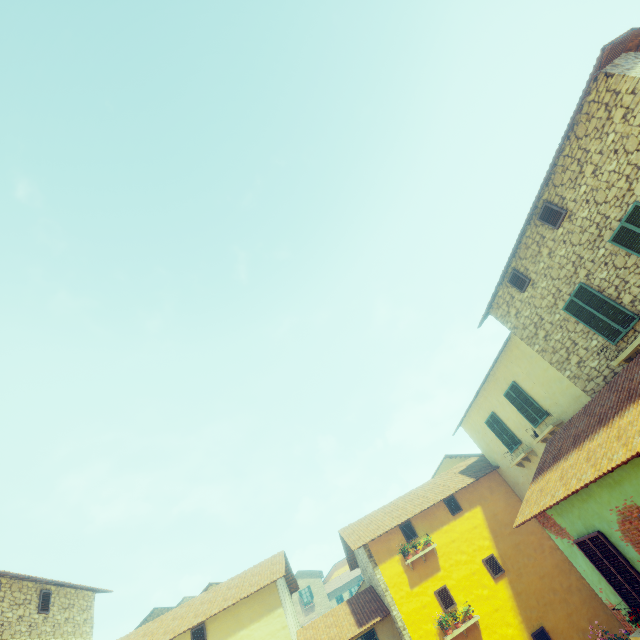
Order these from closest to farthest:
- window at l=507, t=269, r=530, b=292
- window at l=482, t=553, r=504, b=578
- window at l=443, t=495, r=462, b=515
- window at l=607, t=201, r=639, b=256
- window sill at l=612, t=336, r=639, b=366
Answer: window at l=607, t=201, r=639, b=256 < window sill at l=612, t=336, r=639, b=366 < window at l=507, t=269, r=530, b=292 < window at l=482, t=553, r=504, b=578 < window at l=443, t=495, r=462, b=515

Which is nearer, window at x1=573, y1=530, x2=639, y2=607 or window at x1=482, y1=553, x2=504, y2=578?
window at x1=573, y1=530, x2=639, y2=607

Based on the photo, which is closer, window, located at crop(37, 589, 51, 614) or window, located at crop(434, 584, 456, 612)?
window, located at crop(37, 589, 51, 614)

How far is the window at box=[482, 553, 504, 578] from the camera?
13.3m

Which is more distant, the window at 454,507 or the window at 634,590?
the window at 454,507

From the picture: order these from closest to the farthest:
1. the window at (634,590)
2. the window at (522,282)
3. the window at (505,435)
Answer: the window at (634,590) → the window at (522,282) → the window at (505,435)

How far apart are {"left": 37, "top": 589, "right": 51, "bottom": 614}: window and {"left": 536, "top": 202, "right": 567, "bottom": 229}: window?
21.4 meters

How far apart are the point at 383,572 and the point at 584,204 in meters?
15.4
